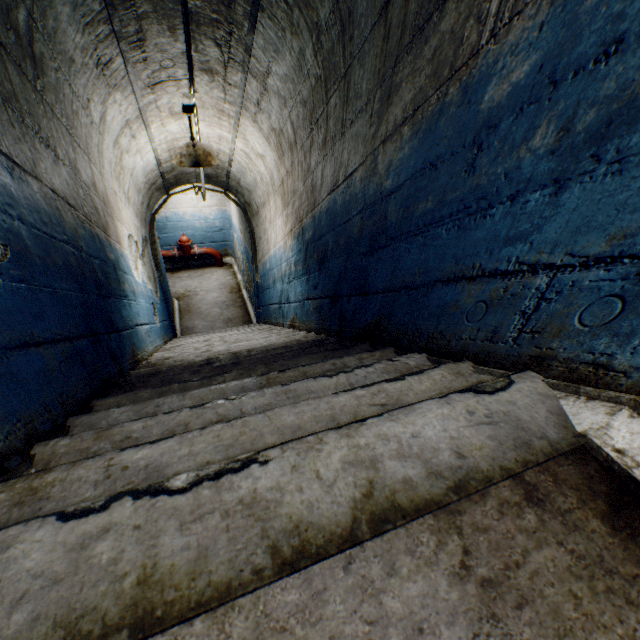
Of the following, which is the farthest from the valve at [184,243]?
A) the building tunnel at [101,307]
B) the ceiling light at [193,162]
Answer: the ceiling light at [193,162]

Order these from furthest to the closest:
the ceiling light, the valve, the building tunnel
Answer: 1. the valve
2. the ceiling light
3. the building tunnel

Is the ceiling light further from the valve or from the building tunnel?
the valve

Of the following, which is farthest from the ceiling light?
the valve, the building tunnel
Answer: the valve

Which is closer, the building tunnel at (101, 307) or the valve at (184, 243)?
the building tunnel at (101, 307)

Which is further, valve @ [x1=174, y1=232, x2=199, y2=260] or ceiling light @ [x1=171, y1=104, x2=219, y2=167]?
valve @ [x1=174, y1=232, x2=199, y2=260]

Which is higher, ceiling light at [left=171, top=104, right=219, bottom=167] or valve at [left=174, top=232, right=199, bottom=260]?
ceiling light at [left=171, top=104, right=219, bottom=167]

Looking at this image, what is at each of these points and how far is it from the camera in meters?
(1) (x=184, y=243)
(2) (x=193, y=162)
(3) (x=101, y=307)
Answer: (1) valve, 8.3
(2) ceiling light, 3.2
(3) building tunnel, 2.2
